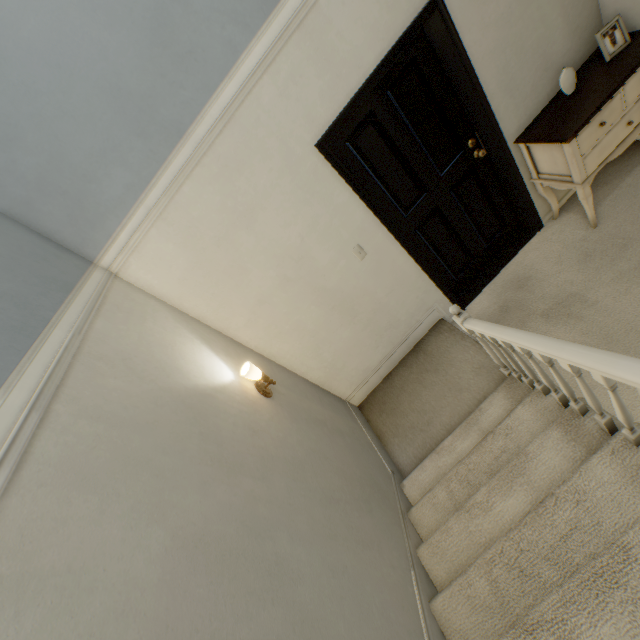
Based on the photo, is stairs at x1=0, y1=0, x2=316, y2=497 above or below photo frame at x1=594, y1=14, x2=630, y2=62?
above

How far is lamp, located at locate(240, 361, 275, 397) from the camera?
1.99m

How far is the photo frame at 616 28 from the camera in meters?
2.2

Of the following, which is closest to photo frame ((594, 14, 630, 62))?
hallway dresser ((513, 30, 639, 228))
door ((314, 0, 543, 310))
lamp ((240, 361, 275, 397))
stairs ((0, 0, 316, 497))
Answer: hallway dresser ((513, 30, 639, 228))

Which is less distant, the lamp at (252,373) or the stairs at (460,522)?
the stairs at (460,522)

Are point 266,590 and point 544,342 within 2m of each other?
yes

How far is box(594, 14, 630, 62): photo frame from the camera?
2.18m

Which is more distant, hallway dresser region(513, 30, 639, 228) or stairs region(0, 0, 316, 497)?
hallway dresser region(513, 30, 639, 228)
